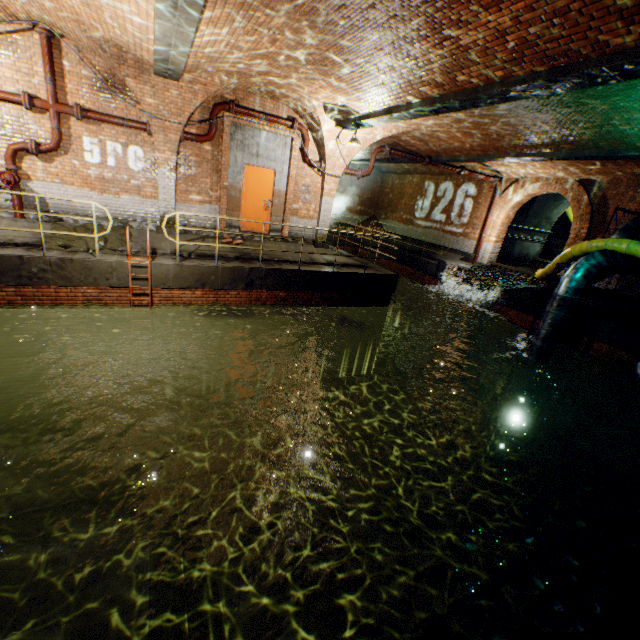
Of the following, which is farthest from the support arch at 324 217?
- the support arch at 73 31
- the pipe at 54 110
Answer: the pipe at 54 110

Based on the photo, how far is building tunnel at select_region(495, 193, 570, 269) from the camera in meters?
16.8

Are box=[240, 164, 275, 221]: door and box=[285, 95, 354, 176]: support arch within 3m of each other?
yes

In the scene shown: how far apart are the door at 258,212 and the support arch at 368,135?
1.65m

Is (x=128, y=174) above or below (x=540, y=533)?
above

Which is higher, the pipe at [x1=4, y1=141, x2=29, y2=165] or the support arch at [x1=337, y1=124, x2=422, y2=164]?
the support arch at [x1=337, y1=124, x2=422, y2=164]

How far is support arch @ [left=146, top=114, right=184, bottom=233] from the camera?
8.8 meters

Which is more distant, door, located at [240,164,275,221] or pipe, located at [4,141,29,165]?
door, located at [240,164,275,221]
